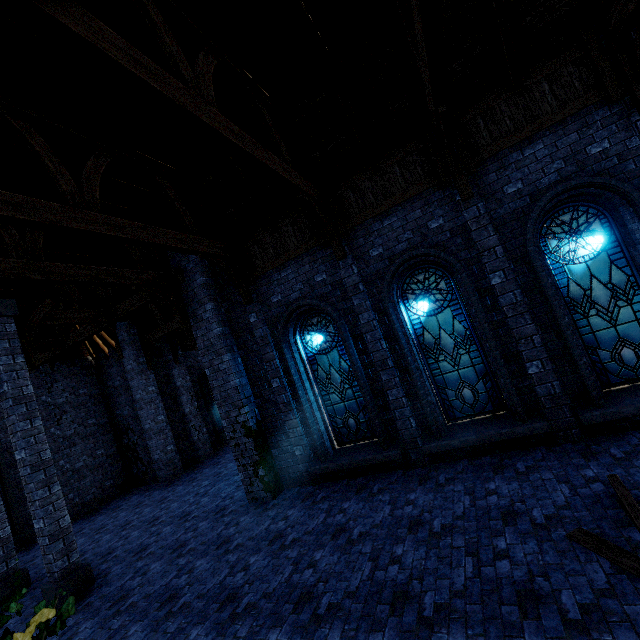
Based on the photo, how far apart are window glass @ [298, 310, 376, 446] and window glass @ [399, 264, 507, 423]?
1.5m

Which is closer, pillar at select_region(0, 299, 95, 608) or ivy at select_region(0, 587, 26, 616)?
ivy at select_region(0, 587, 26, 616)

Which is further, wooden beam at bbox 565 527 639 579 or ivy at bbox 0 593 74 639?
wooden beam at bbox 565 527 639 579

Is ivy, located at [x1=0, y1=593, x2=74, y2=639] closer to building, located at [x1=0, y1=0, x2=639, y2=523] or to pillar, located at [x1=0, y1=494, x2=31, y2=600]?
building, located at [x1=0, y1=0, x2=639, y2=523]

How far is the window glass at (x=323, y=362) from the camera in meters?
8.5 m

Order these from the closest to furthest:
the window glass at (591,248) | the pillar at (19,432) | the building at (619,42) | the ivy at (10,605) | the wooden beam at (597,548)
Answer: the ivy at (10,605) → the wooden beam at (597,548) → the building at (619,42) → the window glass at (591,248) → the pillar at (19,432)

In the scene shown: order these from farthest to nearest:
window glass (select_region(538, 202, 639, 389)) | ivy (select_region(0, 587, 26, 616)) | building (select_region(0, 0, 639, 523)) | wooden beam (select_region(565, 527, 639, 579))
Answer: window glass (select_region(538, 202, 639, 389)) → building (select_region(0, 0, 639, 523)) → wooden beam (select_region(565, 527, 639, 579)) → ivy (select_region(0, 587, 26, 616))

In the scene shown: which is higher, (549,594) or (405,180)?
(405,180)
